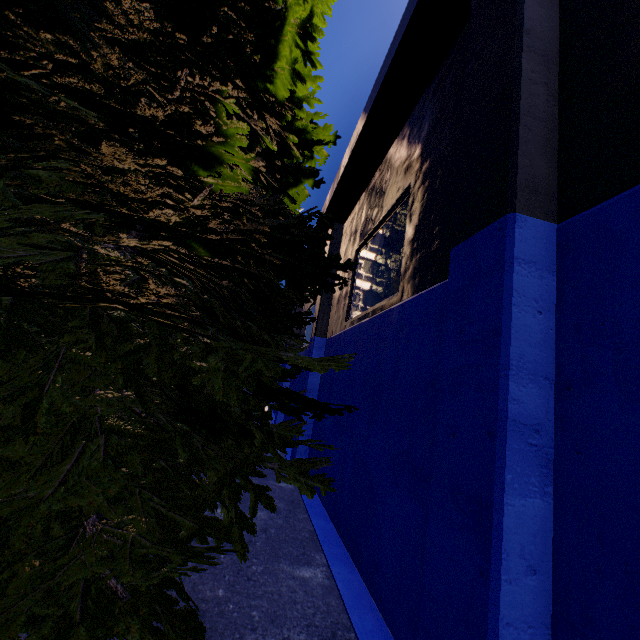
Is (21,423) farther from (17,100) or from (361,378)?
(361,378)
